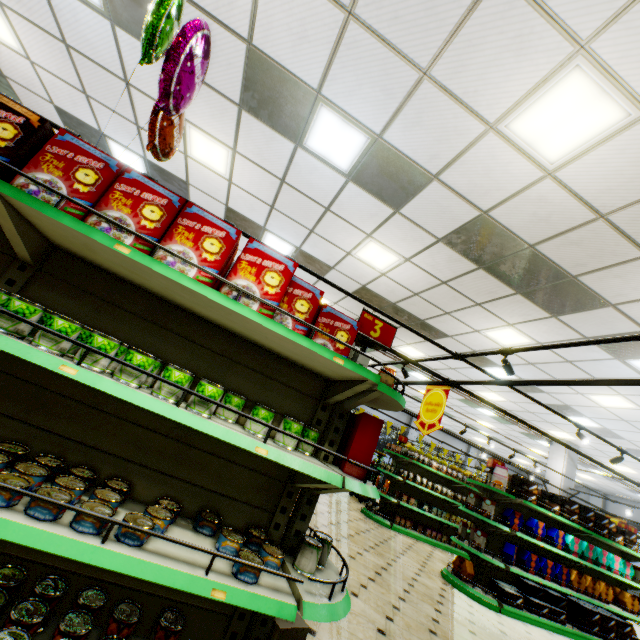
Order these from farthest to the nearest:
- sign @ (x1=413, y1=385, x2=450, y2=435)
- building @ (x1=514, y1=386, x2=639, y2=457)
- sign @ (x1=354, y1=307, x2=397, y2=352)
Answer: building @ (x1=514, y1=386, x2=639, y2=457)
sign @ (x1=413, y1=385, x2=450, y2=435)
sign @ (x1=354, y1=307, x2=397, y2=352)

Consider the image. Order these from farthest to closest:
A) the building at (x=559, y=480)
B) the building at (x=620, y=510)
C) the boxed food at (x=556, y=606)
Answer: the building at (x=620, y=510)
the building at (x=559, y=480)
the boxed food at (x=556, y=606)

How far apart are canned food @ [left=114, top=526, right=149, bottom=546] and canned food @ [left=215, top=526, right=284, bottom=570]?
0.4 meters

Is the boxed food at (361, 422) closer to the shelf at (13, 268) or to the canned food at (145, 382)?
the shelf at (13, 268)

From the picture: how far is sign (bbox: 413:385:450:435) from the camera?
4.7 meters

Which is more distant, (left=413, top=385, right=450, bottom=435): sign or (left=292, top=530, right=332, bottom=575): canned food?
(left=413, top=385, right=450, bottom=435): sign

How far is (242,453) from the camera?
2.1 meters

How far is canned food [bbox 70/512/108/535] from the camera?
1.3 meters
